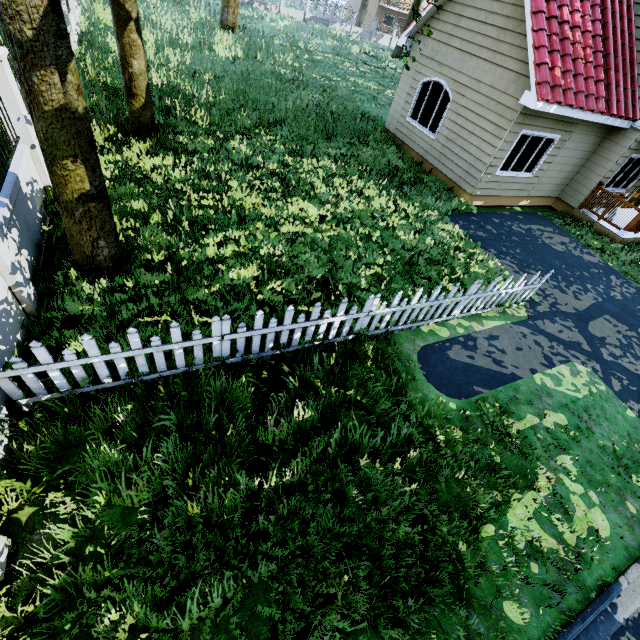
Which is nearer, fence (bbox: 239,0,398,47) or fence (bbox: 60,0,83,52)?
fence (bbox: 60,0,83,52)

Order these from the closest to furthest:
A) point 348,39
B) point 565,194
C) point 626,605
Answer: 1. point 626,605
2. point 565,194
3. point 348,39

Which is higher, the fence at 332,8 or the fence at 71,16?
the fence at 332,8

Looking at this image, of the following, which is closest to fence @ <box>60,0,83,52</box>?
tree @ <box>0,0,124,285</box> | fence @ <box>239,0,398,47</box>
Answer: tree @ <box>0,0,124,285</box>

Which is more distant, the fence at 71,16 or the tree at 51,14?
Answer: the fence at 71,16

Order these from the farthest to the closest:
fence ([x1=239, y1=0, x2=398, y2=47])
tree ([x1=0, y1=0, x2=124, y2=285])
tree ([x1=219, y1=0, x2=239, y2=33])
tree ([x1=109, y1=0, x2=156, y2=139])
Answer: fence ([x1=239, y1=0, x2=398, y2=47])
tree ([x1=219, y1=0, x2=239, y2=33])
tree ([x1=109, y1=0, x2=156, y2=139])
tree ([x1=0, y1=0, x2=124, y2=285])
